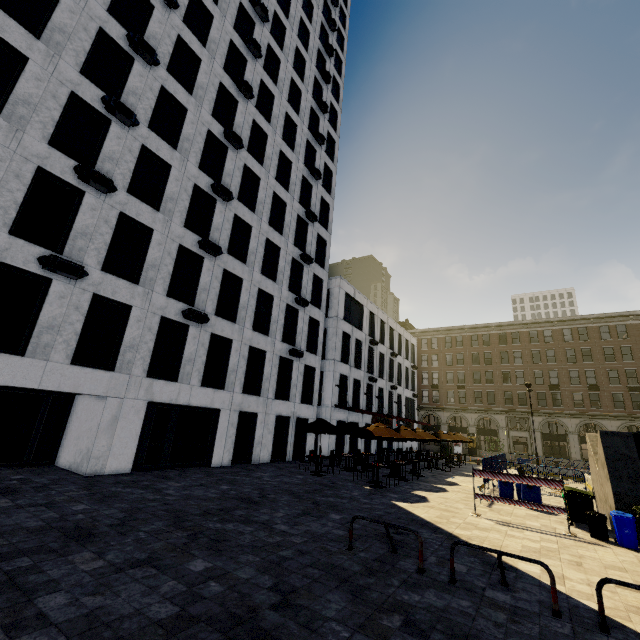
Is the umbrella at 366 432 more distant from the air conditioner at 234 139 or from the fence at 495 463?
the air conditioner at 234 139

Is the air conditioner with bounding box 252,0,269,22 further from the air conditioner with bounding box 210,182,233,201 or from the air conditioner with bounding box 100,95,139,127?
the air conditioner with bounding box 100,95,139,127

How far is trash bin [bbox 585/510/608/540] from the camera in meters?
9.7 m

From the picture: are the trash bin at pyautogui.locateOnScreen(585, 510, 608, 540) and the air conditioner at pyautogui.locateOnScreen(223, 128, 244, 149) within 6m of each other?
no

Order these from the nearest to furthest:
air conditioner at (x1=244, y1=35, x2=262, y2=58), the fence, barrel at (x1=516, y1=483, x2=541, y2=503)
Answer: barrel at (x1=516, y1=483, x2=541, y2=503) < the fence < air conditioner at (x1=244, y1=35, x2=262, y2=58)

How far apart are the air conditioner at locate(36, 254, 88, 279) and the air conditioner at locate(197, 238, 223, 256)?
5.8 meters

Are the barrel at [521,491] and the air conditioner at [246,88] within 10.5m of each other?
no

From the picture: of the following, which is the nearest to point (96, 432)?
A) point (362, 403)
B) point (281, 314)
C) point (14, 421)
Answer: point (14, 421)
